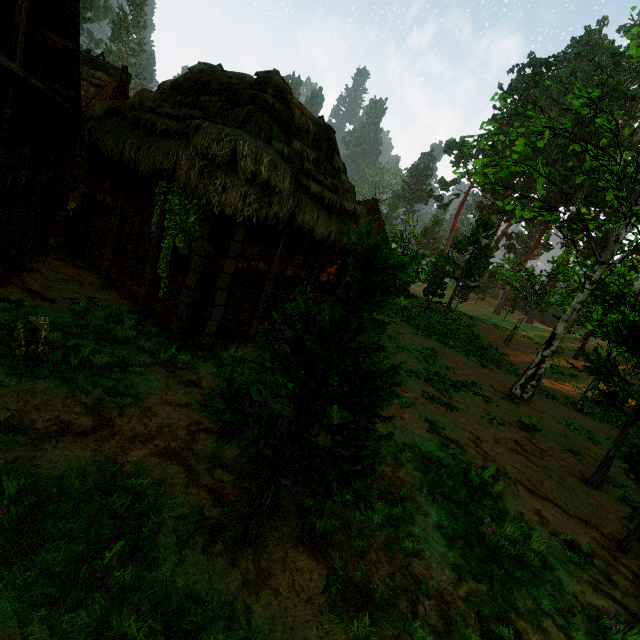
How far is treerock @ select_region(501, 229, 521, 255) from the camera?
49.0m

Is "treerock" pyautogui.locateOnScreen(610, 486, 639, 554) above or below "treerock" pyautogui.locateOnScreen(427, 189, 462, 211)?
below

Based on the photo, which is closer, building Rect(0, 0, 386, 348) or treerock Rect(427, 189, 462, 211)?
building Rect(0, 0, 386, 348)

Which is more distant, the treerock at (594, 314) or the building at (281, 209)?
the building at (281, 209)

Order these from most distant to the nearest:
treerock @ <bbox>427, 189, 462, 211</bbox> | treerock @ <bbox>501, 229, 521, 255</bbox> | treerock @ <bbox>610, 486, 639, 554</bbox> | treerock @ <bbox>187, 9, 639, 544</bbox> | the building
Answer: treerock @ <bbox>427, 189, 462, 211</bbox> → treerock @ <bbox>501, 229, 521, 255</bbox> → the building → treerock @ <bbox>610, 486, 639, 554</bbox> → treerock @ <bbox>187, 9, 639, 544</bbox>

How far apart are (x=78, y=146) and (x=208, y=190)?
5.6 meters

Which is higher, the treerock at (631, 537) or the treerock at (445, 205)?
the treerock at (445, 205)
